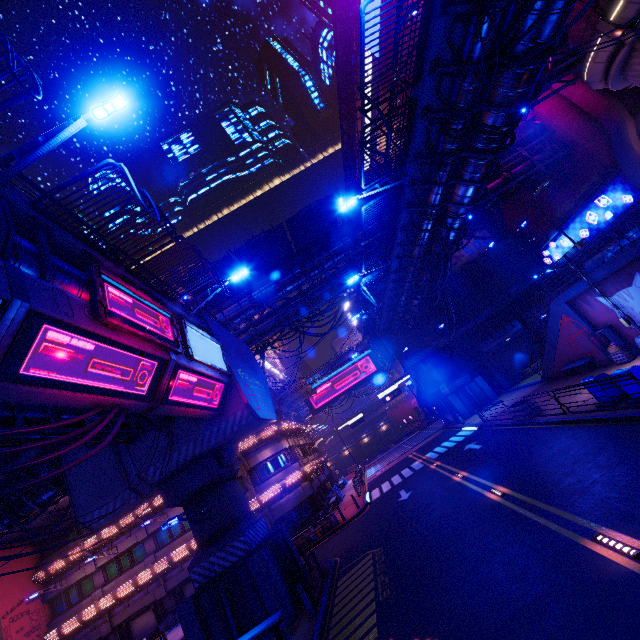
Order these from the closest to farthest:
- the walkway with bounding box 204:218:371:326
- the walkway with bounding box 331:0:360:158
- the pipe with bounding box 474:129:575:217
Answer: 1. the walkway with bounding box 204:218:371:326
2. the pipe with bounding box 474:129:575:217
3. the walkway with bounding box 331:0:360:158

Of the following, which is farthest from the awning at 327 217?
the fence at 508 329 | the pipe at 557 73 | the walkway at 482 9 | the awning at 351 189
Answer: the fence at 508 329

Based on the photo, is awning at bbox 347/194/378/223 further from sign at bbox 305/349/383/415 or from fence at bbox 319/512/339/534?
sign at bbox 305/349/383/415

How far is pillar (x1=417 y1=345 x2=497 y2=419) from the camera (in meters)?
32.09

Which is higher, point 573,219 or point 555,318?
point 573,219

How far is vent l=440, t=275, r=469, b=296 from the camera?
36.6m

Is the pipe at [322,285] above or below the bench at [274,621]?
above

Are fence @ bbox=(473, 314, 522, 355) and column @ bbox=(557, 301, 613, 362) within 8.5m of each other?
no
